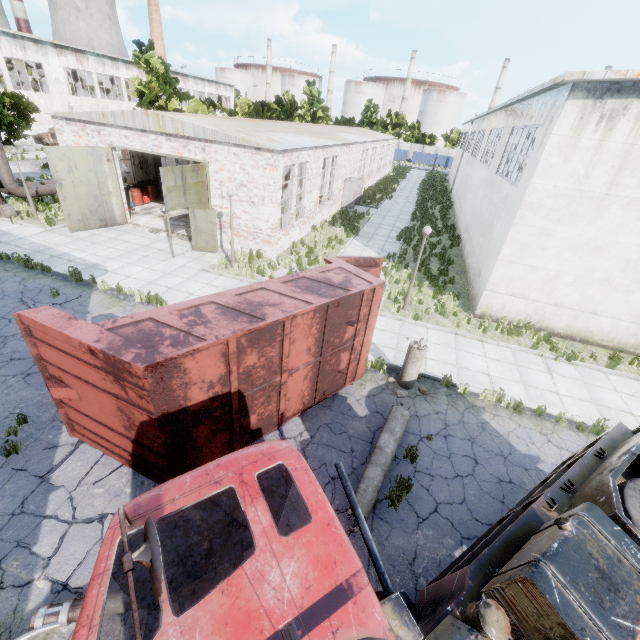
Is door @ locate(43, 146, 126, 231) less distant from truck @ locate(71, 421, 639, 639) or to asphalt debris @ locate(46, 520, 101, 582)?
asphalt debris @ locate(46, 520, 101, 582)

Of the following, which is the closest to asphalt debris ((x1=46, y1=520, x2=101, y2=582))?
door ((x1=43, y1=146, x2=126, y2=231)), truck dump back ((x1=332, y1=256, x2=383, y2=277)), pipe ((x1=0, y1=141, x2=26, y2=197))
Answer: truck dump back ((x1=332, y1=256, x2=383, y2=277))

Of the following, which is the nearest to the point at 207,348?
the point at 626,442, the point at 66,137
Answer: the point at 626,442

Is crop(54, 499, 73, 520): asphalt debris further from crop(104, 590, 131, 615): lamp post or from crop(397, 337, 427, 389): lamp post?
crop(397, 337, 427, 389): lamp post

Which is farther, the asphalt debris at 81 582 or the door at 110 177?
the door at 110 177

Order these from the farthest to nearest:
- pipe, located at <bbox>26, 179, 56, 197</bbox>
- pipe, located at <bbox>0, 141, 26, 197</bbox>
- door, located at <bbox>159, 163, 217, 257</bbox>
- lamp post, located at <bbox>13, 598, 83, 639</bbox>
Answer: pipe, located at <bbox>26, 179, 56, 197</bbox> → pipe, located at <bbox>0, 141, 26, 197</bbox> → door, located at <bbox>159, 163, 217, 257</bbox> → lamp post, located at <bbox>13, 598, 83, 639</bbox>

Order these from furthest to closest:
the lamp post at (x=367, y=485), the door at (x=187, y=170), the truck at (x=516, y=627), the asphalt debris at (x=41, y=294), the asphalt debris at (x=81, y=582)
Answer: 1. the door at (x=187, y=170)
2. the asphalt debris at (x=41, y=294)
3. the lamp post at (x=367, y=485)
4. the asphalt debris at (x=81, y=582)
5. the truck at (x=516, y=627)

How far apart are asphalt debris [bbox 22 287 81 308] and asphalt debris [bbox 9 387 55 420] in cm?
347
